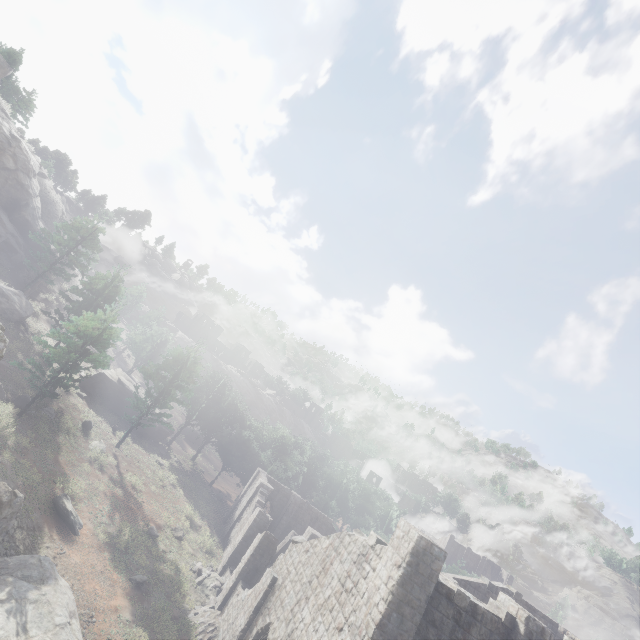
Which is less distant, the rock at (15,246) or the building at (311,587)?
the building at (311,587)

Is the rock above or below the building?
above

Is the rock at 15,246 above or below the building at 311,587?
above

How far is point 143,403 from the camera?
29.9 meters

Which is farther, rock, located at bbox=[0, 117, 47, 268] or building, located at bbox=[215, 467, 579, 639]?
rock, located at bbox=[0, 117, 47, 268]
